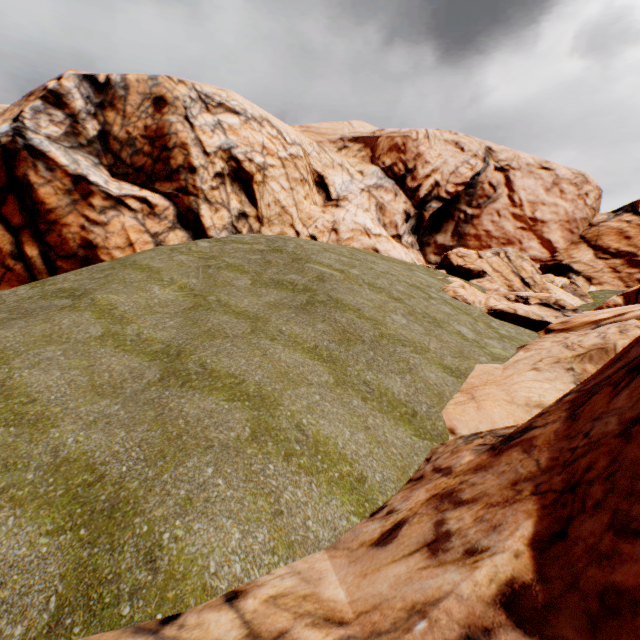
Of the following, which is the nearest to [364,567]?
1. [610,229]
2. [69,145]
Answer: [69,145]
